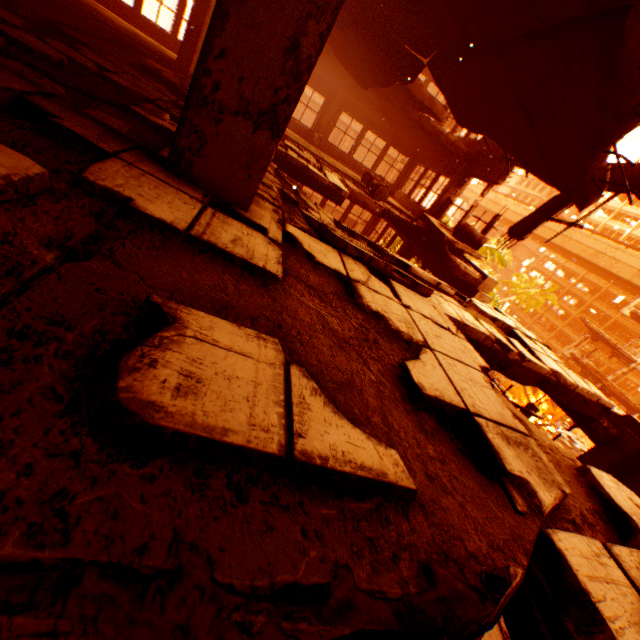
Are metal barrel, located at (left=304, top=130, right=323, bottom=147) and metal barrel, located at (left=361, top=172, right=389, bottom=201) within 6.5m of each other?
yes

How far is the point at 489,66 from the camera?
4.61m

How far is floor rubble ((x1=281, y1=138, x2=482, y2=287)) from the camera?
7.2m

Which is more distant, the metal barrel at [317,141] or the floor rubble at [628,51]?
the metal barrel at [317,141]

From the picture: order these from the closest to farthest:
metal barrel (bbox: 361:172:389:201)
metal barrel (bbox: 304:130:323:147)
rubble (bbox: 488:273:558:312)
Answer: metal barrel (bbox: 361:172:389:201) → metal barrel (bbox: 304:130:323:147) → rubble (bbox: 488:273:558:312)

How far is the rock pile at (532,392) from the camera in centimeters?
3092cm

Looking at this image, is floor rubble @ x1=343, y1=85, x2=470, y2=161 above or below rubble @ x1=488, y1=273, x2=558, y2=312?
above

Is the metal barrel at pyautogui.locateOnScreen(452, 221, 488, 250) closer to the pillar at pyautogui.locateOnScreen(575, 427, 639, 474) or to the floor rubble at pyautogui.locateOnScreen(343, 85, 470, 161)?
the floor rubble at pyautogui.locateOnScreen(343, 85, 470, 161)
